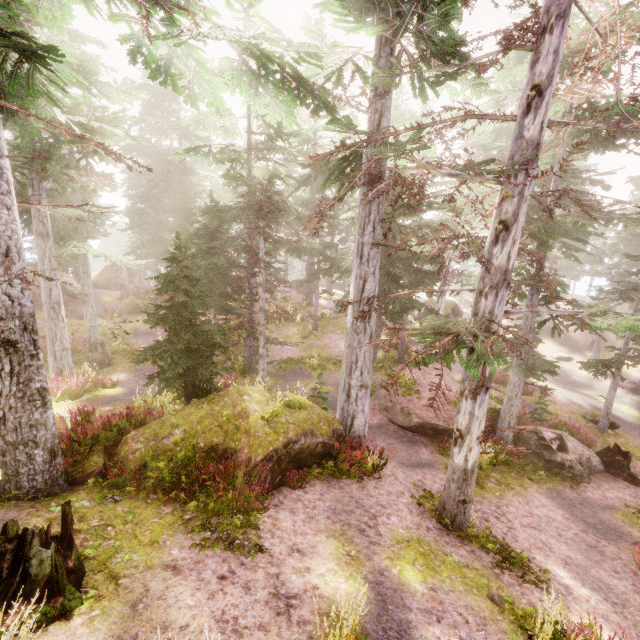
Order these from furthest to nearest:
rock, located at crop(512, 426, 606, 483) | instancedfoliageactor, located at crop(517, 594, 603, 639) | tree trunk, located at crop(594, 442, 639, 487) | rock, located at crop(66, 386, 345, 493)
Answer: tree trunk, located at crop(594, 442, 639, 487), rock, located at crop(512, 426, 606, 483), rock, located at crop(66, 386, 345, 493), instancedfoliageactor, located at crop(517, 594, 603, 639)

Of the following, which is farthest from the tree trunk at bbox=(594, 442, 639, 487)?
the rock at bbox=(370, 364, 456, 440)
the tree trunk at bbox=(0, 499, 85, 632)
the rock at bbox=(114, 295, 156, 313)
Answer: the rock at bbox=(114, 295, 156, 313)

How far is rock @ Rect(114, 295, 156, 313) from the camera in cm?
2658

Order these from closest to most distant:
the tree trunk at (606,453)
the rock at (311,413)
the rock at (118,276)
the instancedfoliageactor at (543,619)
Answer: the instancedfoliageactor at (543,619) < the rock at (311,413) < the tree trunk at (606,453) < the rock at (118,276)

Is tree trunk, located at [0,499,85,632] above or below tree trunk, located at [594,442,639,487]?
above

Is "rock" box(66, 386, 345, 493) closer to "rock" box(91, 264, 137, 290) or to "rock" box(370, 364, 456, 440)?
"rock" box(370, 364, 456, 440)

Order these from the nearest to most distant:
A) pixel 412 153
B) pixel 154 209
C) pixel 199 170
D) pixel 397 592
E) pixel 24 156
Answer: pixel 24 156
pixel 397 592
pixel 412 153
pixel 154 209
pixel 199 170

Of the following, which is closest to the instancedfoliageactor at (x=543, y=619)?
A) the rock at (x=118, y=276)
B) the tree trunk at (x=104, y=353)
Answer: the rock at (x=118, y=276)
